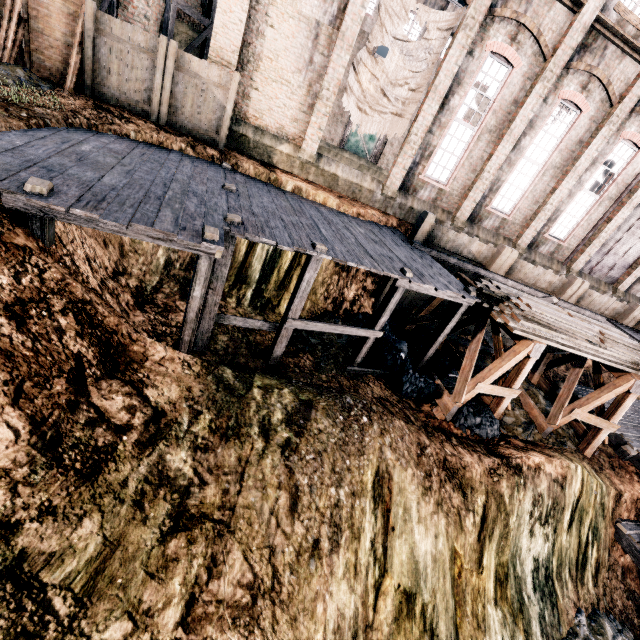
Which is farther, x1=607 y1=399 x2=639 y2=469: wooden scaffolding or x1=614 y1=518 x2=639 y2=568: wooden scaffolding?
x1=607 y1=399 x2=639 y2=469: wooden scaffolding

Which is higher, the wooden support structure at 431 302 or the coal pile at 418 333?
the wooden support structure at 431 302

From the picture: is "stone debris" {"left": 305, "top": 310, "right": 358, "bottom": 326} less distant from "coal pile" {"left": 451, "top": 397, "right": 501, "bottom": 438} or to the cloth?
"coal pile" {"left": 451, "top": 397, "right": 501, "bottom": 438}

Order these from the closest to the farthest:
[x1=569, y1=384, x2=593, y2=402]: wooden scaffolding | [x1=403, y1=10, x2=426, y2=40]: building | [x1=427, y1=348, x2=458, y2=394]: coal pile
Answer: [x1=427, y1=348, x2=458, y2=394]: coal pile → [x1=569, y1=384, x2=593, y2=402]: wooden scaffolding → [x1=403, y1=10, x2=426, y2=40]: building

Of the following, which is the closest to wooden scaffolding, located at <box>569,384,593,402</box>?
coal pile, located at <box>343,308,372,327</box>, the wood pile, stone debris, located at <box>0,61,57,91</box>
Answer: the wood pile

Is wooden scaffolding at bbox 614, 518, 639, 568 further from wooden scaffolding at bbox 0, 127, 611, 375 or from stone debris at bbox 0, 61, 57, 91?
stone debris at bbox 0, 61, 57, 91

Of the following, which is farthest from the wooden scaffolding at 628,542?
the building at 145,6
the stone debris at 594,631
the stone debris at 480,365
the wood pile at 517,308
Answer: the building at 145,6

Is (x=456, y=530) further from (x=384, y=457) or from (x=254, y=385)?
(x=254, y=385)
